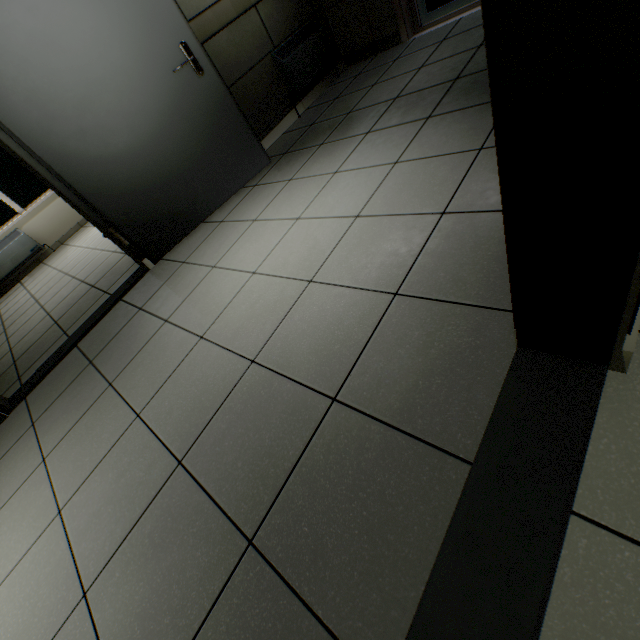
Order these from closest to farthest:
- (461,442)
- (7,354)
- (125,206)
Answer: (461,442) → (125,206) → (7,354)

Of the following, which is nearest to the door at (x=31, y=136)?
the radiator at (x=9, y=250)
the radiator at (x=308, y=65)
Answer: the radiator at (x=308, y=65)

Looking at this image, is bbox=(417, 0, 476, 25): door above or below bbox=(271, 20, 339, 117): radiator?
below

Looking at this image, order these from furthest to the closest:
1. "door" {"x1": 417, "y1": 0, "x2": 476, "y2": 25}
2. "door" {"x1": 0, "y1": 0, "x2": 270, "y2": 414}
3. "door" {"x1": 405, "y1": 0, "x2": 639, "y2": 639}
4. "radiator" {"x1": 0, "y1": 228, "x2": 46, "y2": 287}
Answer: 1. "radiator" {"x1": 0, "y1": 228, "x2": 46, "y2": 287}
2. "door" {"x1": 417, "y1": 0, "x2": 476, "y2": 25}
3. "door" {"x1": 0, "y1": 0, "x2": 270, "y2": 414}
4. "door" {"x1": 405, "y1": 0, "x2": 639, "y2": 639}

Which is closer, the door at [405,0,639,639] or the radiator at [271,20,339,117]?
the door at [405,0,639,639]

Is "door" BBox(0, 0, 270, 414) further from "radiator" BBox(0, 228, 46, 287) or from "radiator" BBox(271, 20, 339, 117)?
"radiator" BBox(0, 228, 46, 287)

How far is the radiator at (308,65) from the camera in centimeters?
343cm

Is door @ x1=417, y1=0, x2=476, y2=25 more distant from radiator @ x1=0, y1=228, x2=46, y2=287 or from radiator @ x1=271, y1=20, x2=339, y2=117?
radiator @ x1=0, y1=228, x2=46, y2=287
